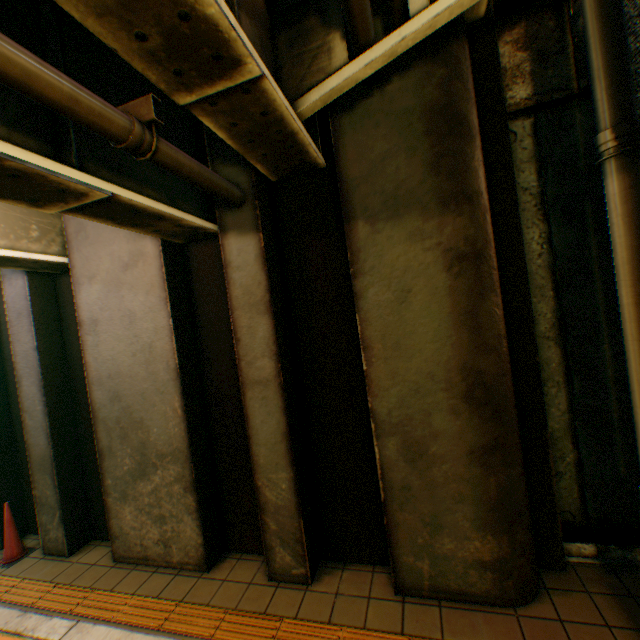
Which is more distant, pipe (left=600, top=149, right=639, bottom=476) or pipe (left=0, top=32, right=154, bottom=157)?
pipe (left=600, top=149, right=639, bottom=476)

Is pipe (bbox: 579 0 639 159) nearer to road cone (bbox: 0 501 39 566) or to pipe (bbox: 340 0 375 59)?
pipe (bbox: 340 0 375 59)

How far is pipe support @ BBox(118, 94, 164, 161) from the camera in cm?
222

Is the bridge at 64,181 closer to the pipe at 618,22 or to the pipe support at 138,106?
the pipe support at 138,106

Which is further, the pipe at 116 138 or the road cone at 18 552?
the road cone at 18 552

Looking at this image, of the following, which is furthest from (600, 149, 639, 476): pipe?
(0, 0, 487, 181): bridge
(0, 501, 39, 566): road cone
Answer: (0, 501, 39, 566): road cone

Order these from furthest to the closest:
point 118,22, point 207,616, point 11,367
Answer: point 11,367 < point 207,616 < point 118,22
